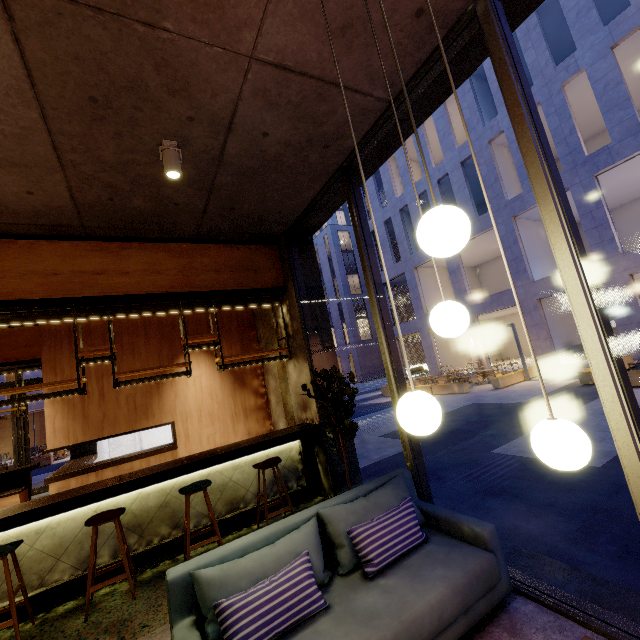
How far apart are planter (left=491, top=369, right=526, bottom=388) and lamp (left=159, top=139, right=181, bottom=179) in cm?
1584

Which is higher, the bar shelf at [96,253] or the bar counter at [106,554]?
the bar shelf at [96,253]

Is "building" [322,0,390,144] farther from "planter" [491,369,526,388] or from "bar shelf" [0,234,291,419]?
"planter" [491,369,526,388]

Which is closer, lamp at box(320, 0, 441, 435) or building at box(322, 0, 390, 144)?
lamp at box(320, 0, 441, 435)

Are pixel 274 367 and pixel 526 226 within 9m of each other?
no

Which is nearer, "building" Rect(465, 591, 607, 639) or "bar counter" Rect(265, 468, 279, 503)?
"building" Rect(465, 591, 607, 639)

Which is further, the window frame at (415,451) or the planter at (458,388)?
the planter at (458,388)

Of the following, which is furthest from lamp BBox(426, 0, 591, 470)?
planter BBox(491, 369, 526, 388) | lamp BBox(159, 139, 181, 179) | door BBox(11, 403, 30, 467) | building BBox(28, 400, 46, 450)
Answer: building BBox(28, 400, 46, 450)
